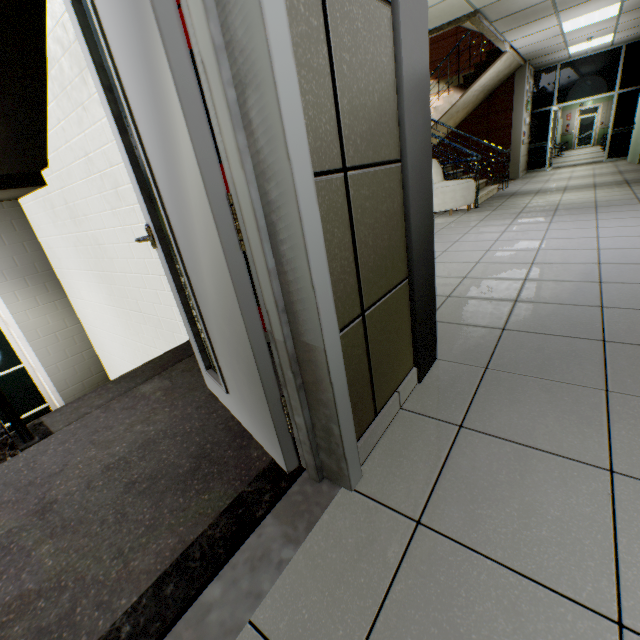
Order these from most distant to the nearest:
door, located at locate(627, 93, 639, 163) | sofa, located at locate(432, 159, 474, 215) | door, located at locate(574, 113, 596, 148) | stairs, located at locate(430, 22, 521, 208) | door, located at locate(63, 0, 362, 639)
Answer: door, located at locate(574, 113, 596, 148)
door, located at locate(627, 93, 639, 163)
stairs, located at locate(430, 22, 521, 208)
sofa, located at locate(432, 159, 474, 215)
door, located at locate(63, 0, 362, 639)

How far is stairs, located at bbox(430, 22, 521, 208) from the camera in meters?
6.7

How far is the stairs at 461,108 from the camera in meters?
6.7

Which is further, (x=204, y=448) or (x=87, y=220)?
(x=87, y=220)

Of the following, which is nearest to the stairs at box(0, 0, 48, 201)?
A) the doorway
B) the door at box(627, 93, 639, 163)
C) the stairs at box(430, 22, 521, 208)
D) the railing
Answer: the railing

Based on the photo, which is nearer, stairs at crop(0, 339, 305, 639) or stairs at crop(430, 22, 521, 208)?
stairs at crop(0, 339, 305, 639)

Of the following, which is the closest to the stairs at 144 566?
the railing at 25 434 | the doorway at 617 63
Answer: the railing at 25 434

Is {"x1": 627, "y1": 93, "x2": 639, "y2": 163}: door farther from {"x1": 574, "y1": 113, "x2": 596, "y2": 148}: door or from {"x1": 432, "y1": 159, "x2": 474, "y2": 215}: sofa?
{"x1": 574, "y1": 113, "x2": 596, "y2": 148}: door
